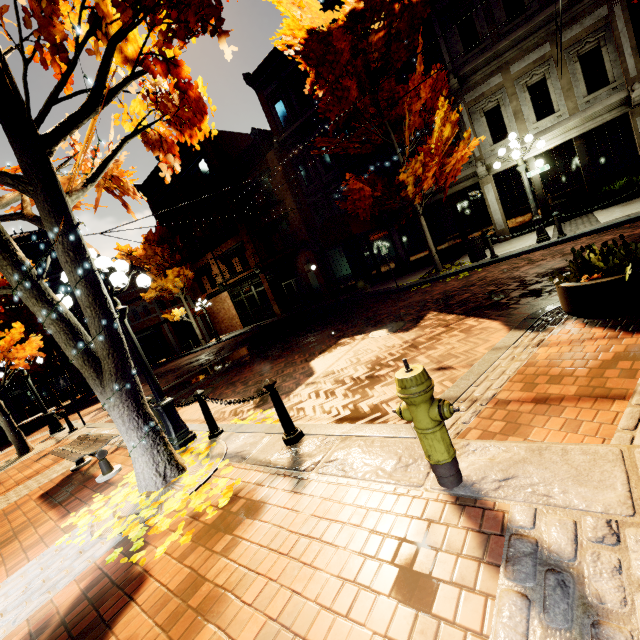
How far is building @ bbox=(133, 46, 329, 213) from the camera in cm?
1812

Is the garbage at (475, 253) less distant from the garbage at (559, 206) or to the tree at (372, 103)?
the tree at (372, 103)

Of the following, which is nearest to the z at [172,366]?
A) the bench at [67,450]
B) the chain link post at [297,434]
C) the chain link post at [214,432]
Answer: the bench at [67,450]

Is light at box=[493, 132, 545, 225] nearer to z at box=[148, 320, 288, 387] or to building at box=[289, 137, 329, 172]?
building at box=[289, 137, 329, 172]

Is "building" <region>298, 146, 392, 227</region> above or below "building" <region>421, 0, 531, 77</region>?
below

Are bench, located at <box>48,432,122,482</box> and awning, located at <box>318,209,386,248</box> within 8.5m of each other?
no

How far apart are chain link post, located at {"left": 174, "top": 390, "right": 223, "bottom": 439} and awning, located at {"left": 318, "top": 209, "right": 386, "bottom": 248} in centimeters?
1137cm

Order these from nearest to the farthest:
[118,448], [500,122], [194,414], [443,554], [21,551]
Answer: [443,554] < [21,551] < [118,448] < [194,414] < [500,122]
